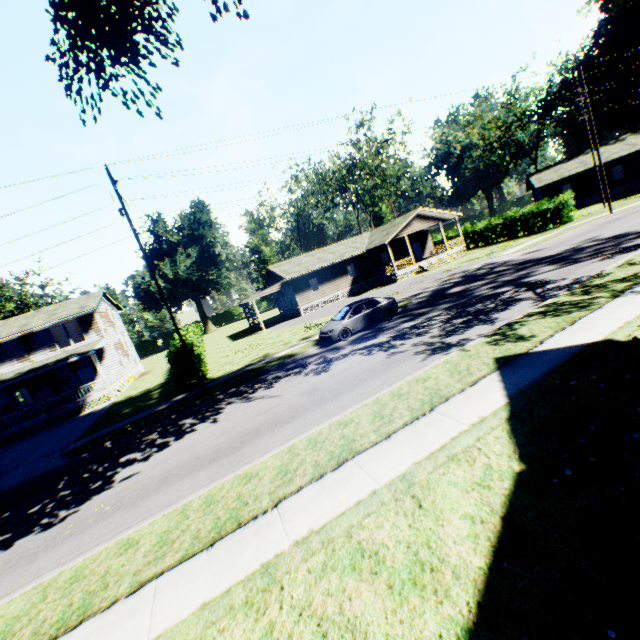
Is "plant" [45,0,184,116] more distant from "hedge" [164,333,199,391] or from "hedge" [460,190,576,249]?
"hedge" [460,190,576,249]

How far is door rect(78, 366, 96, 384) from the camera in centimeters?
2972cm

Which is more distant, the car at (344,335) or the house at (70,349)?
the house at (70,349)

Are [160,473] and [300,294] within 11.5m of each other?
no

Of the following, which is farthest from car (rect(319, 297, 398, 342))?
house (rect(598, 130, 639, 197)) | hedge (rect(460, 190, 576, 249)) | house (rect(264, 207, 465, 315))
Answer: house (rect(598, 130, 639, 197))

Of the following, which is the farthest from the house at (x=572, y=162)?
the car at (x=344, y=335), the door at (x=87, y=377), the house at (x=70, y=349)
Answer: the door at (x=87, y=377)

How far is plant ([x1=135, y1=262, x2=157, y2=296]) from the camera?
58.13m

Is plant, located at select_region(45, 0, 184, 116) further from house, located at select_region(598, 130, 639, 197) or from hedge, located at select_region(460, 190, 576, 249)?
house, located at select_region(598, 130, 639, 197)
